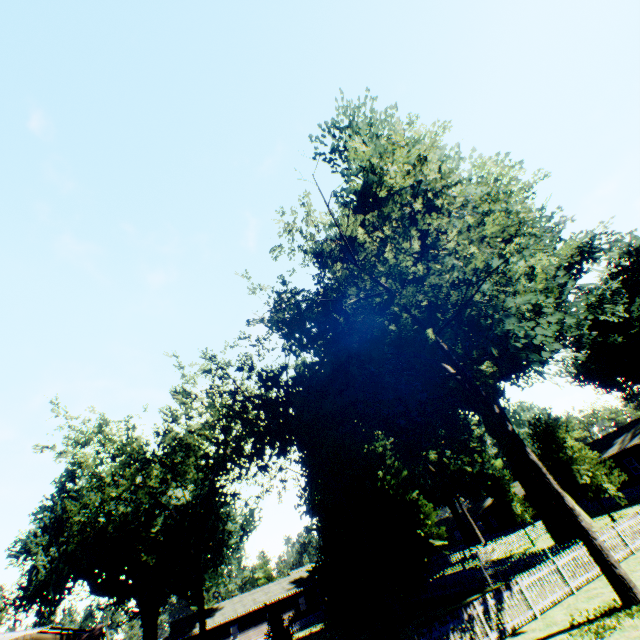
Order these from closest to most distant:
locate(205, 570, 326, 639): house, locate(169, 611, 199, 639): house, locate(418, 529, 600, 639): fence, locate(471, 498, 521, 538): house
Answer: locate(418, 529, 600, 639): fence < locate(169, 611, 199, 639): house < locate(205, 570, 326, 639): house < locate(471, 498, 521, 538): house

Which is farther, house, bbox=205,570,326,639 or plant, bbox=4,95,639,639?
house, bbox=205,570,326,639

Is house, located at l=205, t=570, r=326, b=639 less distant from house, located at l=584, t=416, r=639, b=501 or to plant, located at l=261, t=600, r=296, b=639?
plant, located at l=261, t=600, r=296, b=639

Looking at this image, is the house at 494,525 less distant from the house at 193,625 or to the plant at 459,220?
the plant at 459,220

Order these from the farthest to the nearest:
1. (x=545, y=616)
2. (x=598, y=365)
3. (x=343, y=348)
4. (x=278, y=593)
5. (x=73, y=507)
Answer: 1. (x=278, y=593)
2. (x=598, y=365)
3. (x=73, y=507)
4. (x=343, y=348)
5. (x=545, y=616)

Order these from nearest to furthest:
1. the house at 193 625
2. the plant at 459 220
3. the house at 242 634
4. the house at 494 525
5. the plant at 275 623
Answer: the plant at 459 220
the plant at 275 623
the house at 193 625
the house at 242 634
the house at 494 525

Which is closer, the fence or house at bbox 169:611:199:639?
the fence

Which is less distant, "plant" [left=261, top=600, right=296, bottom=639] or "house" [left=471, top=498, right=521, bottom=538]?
"plant" [left=261, top=600, right=296, bottom=639]
